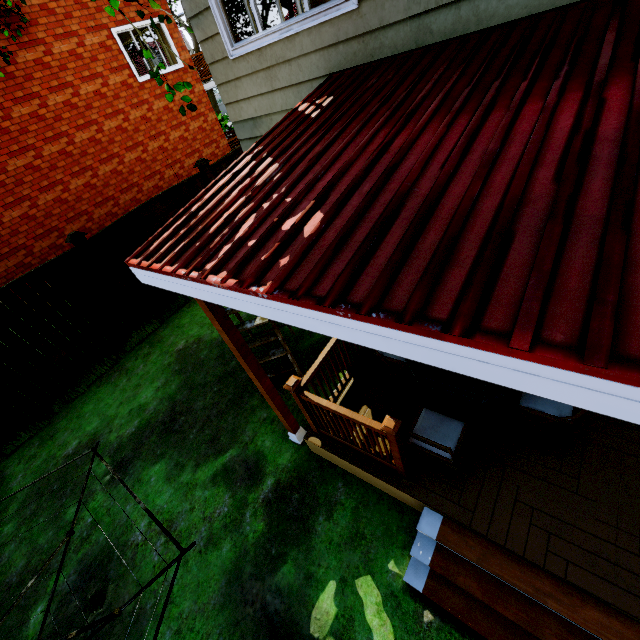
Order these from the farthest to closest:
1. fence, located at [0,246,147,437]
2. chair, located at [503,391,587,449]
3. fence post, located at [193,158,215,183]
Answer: fence post, located at [193,158,215,183] < fence, located at [0,246,147,437] < chair, located at [503,391,587,449]

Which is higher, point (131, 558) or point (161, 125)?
point (161, 125)

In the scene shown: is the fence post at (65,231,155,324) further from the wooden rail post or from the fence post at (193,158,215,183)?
the wooden rail post

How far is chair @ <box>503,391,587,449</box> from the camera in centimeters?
293cm

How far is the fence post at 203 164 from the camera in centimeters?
788cm

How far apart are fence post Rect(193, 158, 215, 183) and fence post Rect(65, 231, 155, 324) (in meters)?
3.02

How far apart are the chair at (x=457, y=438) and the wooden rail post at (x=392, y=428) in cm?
4

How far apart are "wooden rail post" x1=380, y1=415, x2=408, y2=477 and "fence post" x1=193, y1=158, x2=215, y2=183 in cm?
764
